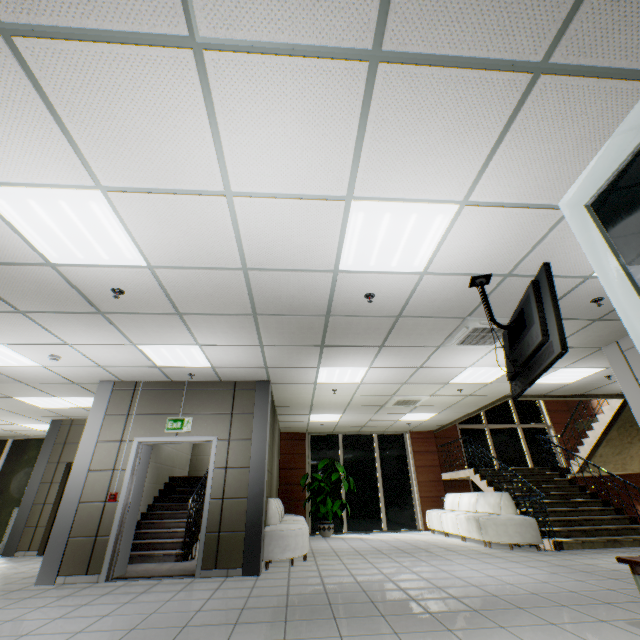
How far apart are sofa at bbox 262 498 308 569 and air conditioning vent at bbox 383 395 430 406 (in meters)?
3.43

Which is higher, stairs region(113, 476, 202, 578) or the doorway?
the doorway

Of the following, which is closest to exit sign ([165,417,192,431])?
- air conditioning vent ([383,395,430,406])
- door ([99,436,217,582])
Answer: door ([99,436,217,582])

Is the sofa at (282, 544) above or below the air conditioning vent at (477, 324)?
below

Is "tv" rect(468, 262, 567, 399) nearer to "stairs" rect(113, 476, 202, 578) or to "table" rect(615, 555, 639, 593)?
"table" rect(615, 555, 639, 593)

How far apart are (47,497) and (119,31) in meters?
11.0 m

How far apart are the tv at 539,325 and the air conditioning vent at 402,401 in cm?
431

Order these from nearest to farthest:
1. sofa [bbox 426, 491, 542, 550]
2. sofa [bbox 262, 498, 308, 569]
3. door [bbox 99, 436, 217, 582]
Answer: door [bbox 99, 436, 217, 582]
sofa [bbox 262, 498, 308, 569]
sofa [bbox 426, 491, 542, 550]
